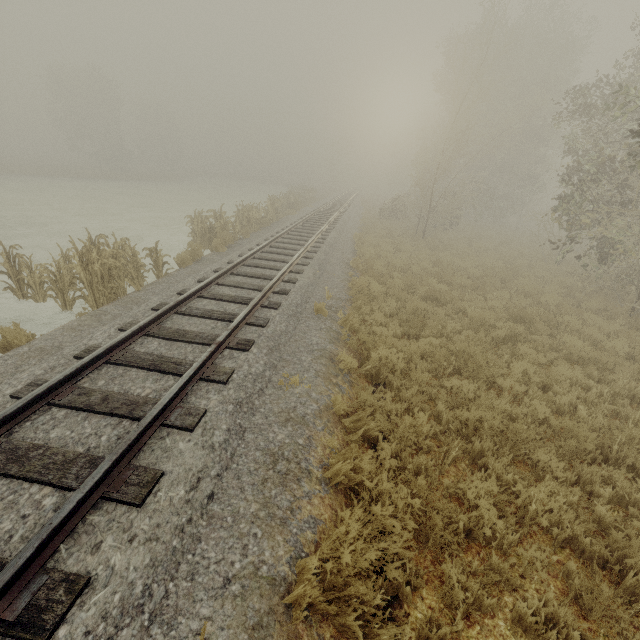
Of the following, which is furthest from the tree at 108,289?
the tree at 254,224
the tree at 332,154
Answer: the tree at 332,154

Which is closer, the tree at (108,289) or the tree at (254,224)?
the tree at (108,289)

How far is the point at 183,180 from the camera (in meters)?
50.53

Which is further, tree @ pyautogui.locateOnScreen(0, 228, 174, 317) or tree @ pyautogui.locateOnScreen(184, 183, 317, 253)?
tree @ pyautogui.locateOnScreen(184, 183, 317, 253)

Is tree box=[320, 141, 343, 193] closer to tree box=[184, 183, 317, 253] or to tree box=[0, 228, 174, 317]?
tree box=[184, 183, 317, 253]

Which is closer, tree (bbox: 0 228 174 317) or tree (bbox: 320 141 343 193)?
tree (bbox: 0 228 174 317)

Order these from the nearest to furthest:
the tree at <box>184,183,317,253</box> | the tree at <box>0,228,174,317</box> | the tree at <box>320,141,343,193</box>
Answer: the tree at <box>0,228,174,317</box>
the tree at <box>184,183,317,253</box>
the tree at <box>320,141,343,193</box>

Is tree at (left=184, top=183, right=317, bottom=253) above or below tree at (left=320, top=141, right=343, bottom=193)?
below
